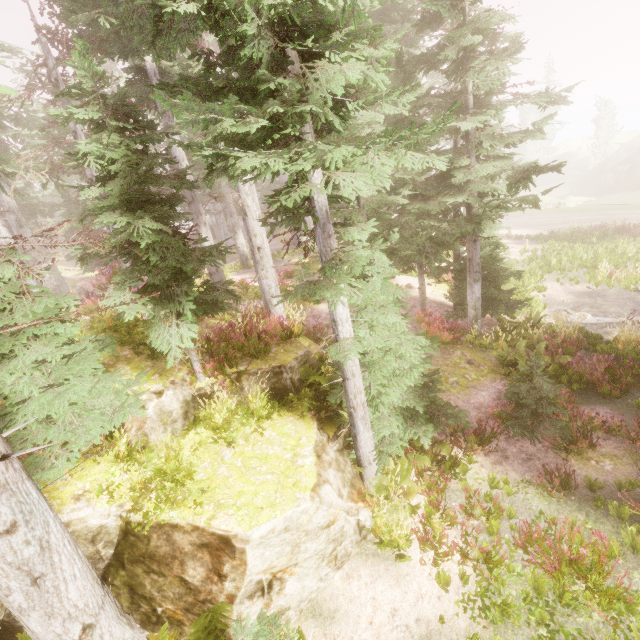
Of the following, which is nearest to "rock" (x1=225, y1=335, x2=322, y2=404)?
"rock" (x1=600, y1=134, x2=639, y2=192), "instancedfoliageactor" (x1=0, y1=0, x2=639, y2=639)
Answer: "instancedfoliageactor" (x1=0, y1=0, x2=639, y2=639)

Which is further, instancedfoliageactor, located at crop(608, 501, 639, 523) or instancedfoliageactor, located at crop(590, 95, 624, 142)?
instancedfoliageactor, located at crop(590, 95, 624, 142)

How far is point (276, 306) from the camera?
10.07m

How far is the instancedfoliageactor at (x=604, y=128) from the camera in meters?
57.8

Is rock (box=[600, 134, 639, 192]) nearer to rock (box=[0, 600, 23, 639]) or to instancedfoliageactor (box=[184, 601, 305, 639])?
instancedfoliageactor (box=[184, 601, 305, 639])

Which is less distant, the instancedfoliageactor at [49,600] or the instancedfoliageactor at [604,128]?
the instancedfoliageactor at [49,600]

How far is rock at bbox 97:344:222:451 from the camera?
6.2m

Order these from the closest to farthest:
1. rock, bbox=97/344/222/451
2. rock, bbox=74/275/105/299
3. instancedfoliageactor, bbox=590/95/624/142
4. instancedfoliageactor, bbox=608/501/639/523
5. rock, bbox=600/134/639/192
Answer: instancedfoliageactor, bbox=608/501/639/523, rock, bbox=97/344/222/451, rock, bbox=74/275/105/299, rock, bbox=600/134/639/192, instancedfoliageactor, bbox=590/95/624/142
